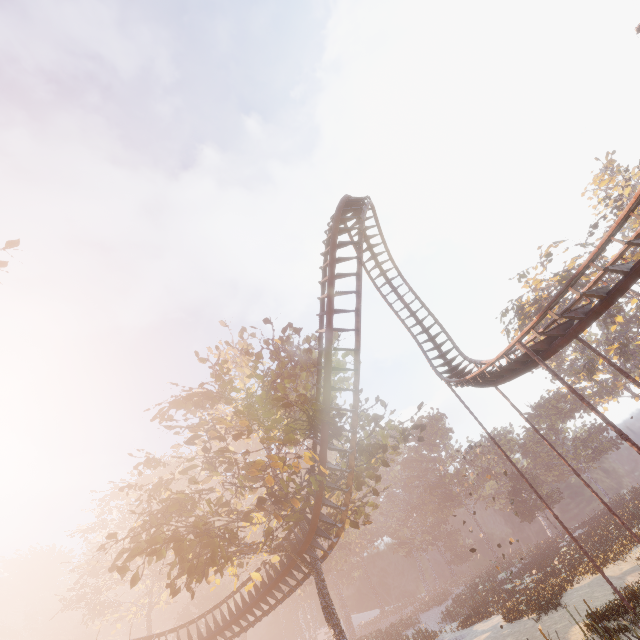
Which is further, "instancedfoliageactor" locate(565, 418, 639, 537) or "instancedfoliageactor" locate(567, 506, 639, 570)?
"instancedfoliageactor" locate(565, 418, 639, 537)

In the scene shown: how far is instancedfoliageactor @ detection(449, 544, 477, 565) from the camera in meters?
58.4

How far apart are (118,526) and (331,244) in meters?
46.3 m

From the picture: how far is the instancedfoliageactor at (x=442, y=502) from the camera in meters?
55.7

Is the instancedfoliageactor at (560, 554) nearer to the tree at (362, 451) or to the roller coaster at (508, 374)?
the tree at (362, 451)

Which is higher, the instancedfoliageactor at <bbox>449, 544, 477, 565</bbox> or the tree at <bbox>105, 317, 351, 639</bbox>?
the tree at <bbox>105, 317, 351, 639</bbox>

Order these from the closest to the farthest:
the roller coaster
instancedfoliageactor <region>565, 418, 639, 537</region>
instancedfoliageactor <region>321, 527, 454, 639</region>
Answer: the roller coaster, instancedfoliageactor <region>565, 418, 639, 537</region>, instancedfoliageactor <region>321, 527, 454, 639</region>
